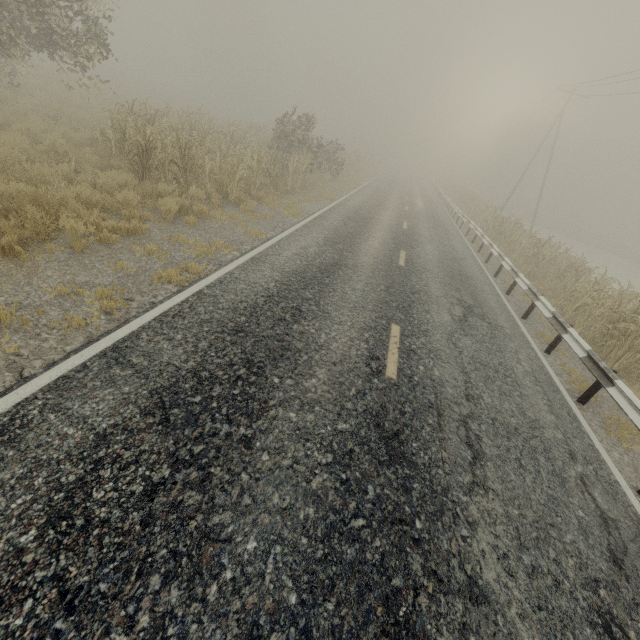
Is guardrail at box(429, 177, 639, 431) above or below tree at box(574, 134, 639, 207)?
below

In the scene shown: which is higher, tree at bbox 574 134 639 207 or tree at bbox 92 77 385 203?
tree at bbox 574 134 639 207

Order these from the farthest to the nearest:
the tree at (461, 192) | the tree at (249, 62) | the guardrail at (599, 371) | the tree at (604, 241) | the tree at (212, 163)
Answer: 1. the tree at (249, 62)
2. the tree at (604, 241)
3. the tree at (212, 163)
4. the tree at (461, 192)
5. the guardrail at (599, 371)

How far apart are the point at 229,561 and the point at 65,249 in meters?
6.0 m

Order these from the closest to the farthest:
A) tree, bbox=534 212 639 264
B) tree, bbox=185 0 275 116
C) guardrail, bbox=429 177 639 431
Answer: guardrail, bbox=429 177 639 431
tree, bbox=534 212 639 264
tree, bbox=185 0 275 116

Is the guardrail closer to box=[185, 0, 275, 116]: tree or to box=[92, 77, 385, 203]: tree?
box=[92, 77, 385, 203]: tree

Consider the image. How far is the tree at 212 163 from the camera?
9.8 meters

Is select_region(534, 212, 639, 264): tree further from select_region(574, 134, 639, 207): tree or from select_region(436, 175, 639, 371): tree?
select_region(574, 134, 639, 207): tree
